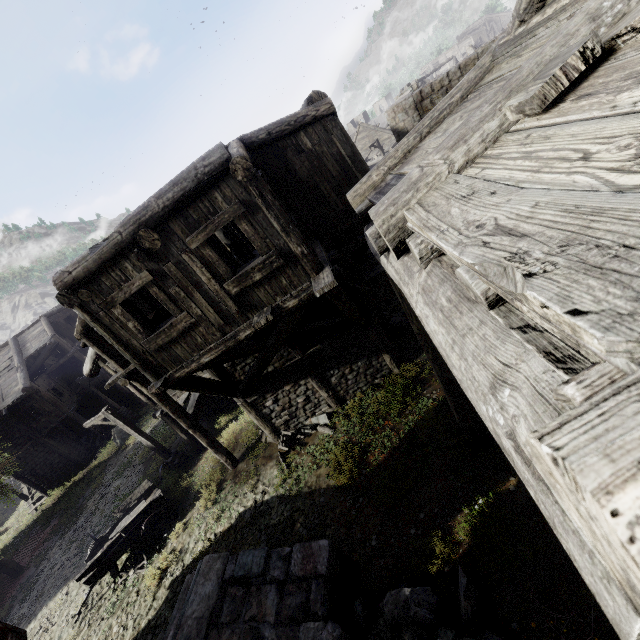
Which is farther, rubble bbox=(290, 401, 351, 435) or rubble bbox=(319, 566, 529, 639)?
rubble bbox=(290, 401, 351, 435)

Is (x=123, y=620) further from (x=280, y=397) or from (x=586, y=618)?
(x=586, y=618)

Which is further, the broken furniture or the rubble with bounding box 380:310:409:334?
the rubble with bounding box 380:310:409:334

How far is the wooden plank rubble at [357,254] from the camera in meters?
9.7

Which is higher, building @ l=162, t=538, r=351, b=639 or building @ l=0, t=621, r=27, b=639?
building @ l=0, t=621, r=27, b=639

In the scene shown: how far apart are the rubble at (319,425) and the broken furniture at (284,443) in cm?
2

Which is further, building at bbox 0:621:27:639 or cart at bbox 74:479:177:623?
cart at bbox 74:479:177:623

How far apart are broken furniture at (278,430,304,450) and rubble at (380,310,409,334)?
5.54m
